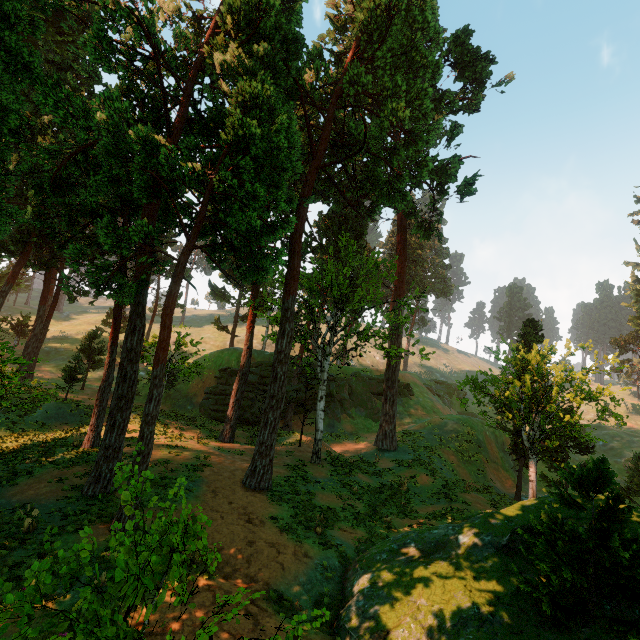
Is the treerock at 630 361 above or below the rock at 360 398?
above

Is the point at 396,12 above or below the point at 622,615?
above

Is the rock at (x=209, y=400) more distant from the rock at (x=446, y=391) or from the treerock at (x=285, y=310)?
the rock at (x=446, y=391)

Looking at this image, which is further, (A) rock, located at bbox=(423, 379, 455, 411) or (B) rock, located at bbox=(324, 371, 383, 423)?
(A) rock, located at bbox=(423, 379, 455, 411)

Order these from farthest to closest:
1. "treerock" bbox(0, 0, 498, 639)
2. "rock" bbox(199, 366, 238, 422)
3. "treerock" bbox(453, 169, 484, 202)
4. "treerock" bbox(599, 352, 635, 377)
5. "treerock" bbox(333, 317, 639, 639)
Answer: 1. "rock" bbox(199, 366, 238, 422)
2. "treerock" bbox(453, 169, 484, 202)
3. "treerock" bbox(599, 352, 635, 377)
4. "treerock" bbox(0, 0, 498, 639)
5. "treerock" bbox(333, 317, 639, 639)

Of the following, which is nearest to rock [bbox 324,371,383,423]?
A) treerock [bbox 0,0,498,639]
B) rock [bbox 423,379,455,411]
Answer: treerock [bbox 0,0,498,639]

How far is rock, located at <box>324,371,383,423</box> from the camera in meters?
39.5
